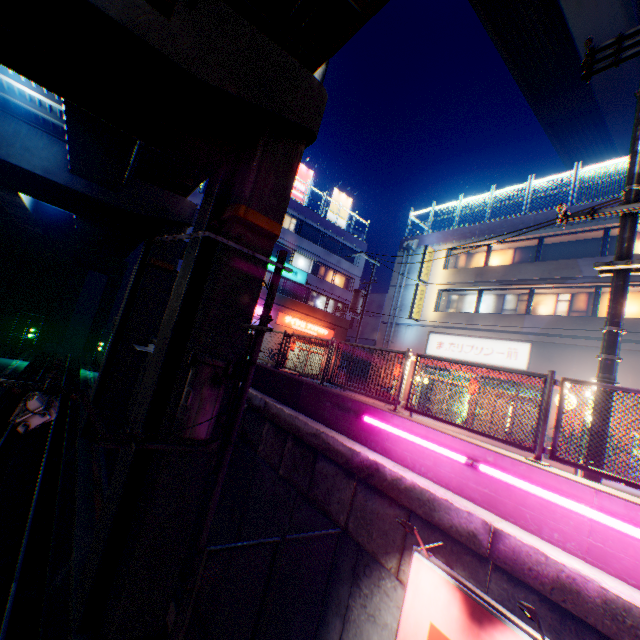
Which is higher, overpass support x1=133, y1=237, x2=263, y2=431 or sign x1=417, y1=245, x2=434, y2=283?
sign x1=417, y1=245, x2=434, y2=283

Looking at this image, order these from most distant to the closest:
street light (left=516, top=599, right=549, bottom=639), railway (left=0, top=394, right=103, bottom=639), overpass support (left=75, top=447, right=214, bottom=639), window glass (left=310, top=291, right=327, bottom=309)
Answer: window glass (left=310, top=291, right=327, bottom=309) → railway (left=0, top=394, right=103, bottom=639) → overpass support (left=75, top=447, right=214, bottom=639) → street light (left=516, top=599, right=549, bottom=639)

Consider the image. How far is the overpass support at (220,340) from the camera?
8.4m

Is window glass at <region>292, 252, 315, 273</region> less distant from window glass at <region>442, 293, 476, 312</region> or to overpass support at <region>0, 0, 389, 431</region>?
overpass support at <region>0, 0, 389, 431</region>

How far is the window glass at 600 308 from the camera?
15.4m

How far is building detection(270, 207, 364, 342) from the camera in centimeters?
3045cm

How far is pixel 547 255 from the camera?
18.09m

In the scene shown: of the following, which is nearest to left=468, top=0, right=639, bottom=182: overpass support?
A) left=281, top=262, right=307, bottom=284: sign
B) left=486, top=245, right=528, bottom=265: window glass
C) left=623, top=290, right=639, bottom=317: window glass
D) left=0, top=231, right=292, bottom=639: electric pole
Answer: left=0, top=231, right=292, bottom=639: electric pole
